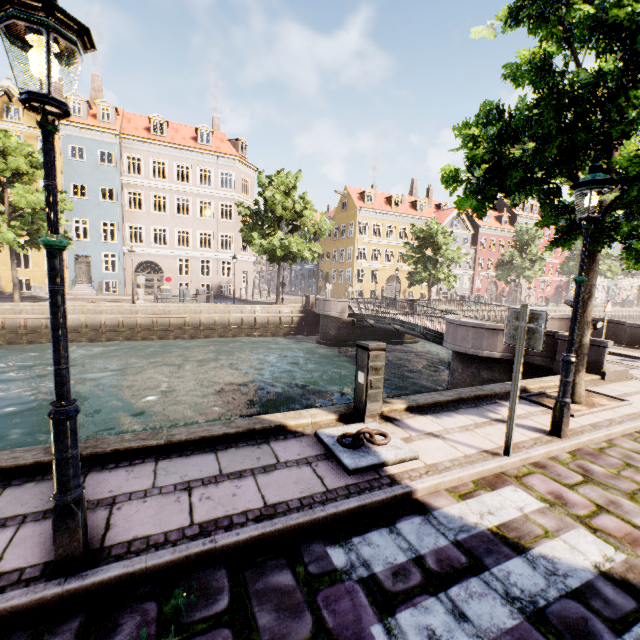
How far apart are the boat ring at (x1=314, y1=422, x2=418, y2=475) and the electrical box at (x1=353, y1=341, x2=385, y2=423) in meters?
0.0 m

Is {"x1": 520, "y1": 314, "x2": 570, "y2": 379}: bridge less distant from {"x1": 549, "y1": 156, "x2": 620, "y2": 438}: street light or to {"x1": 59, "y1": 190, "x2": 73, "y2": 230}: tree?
{"x1": 59, "y1": 190, "x2": 73, "y2": 230}: tree

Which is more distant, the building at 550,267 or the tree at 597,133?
the building at 550,267

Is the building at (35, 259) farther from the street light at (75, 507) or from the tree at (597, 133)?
the tree at (597, 133)

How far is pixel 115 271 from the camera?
34.00m

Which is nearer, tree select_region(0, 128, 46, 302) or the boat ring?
the boat ring

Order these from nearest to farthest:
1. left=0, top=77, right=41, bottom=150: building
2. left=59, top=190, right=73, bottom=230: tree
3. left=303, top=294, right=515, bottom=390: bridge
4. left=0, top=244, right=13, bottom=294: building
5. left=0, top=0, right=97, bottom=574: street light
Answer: left=0, top=0, right=97, bottom=574: street light → left=303, top=294, right=515, bottom=390: bridge → left=59, top=190, right=73, bottom=230: tree → left=0, top=77, right=41, bottom=150: building → left=0, top=244, right=13, bottom=294: building

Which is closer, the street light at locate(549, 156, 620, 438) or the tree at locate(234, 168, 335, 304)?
the street light at locate(549, 156, 620, 438)
